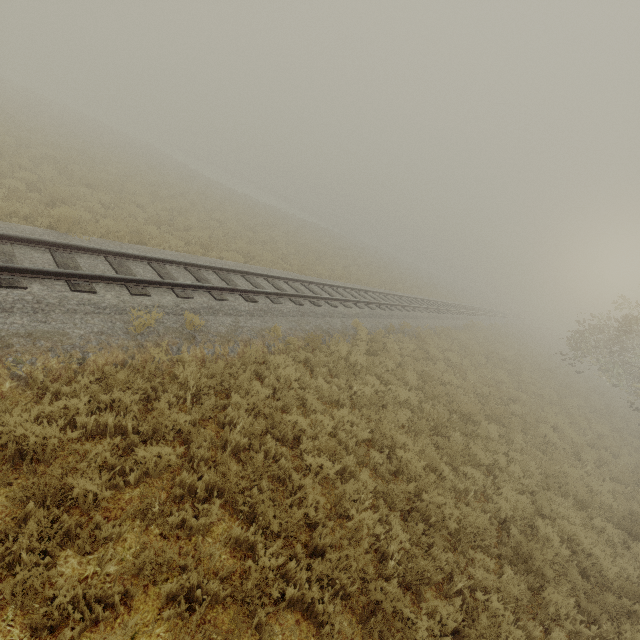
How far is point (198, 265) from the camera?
10.18m
